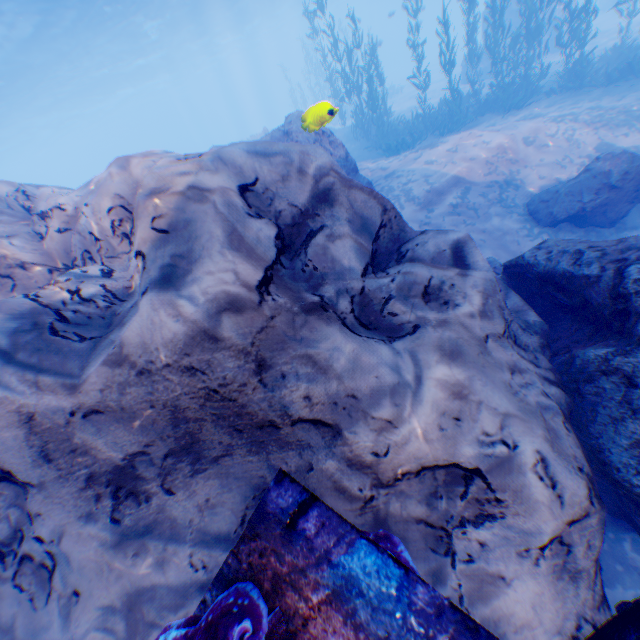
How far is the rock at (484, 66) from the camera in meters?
21.2 m

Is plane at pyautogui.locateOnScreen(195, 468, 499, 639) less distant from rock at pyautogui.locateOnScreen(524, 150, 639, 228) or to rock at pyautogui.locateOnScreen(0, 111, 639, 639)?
rock at pyautogui.locateOnScreen(0, 111, 639, 639)

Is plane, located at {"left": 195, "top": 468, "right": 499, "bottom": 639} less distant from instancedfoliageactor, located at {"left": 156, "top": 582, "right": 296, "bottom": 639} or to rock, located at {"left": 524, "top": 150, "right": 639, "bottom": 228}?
instancedfoliageactor, located at {"left": 156, "top": 582, "right": 296, "bottom": 639}

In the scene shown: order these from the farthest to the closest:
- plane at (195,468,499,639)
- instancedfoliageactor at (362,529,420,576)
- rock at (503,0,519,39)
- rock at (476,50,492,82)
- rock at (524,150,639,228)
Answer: rock at (476,50,492,82), rock at (503,0,519,39), rock at (524,150,639,228), instancedfoliageactor at (362,529,420,576), plane at (195,468,499,639)

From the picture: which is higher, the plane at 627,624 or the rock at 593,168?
the plane at 627,624

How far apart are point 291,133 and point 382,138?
9.2m

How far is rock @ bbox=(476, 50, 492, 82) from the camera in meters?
21.2
